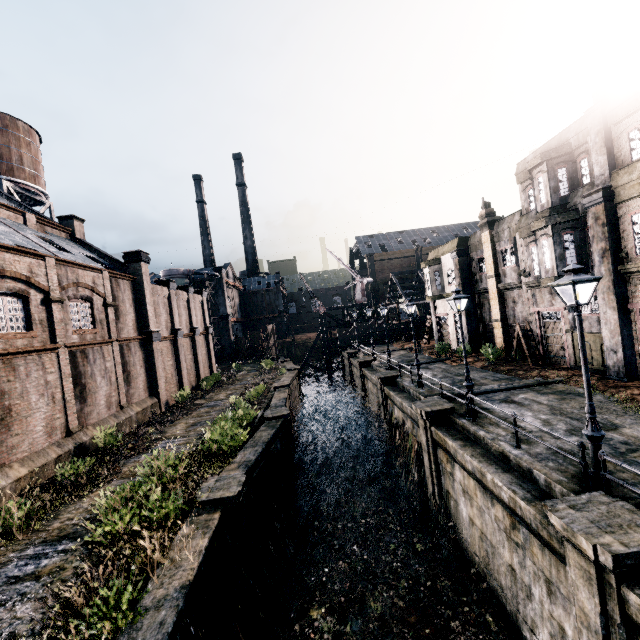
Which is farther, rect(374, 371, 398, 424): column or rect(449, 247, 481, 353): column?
rect(449, 247, 481, 353): column

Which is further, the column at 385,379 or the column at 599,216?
the column at 385,379

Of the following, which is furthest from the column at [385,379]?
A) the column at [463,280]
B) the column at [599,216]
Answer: the column at [599,216]

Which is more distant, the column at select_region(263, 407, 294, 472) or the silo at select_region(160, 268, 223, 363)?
the silo at select_region(160, 268, 223, 363)

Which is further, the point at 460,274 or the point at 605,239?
the point at 460,274

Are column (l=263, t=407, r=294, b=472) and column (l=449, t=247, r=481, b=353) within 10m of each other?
no

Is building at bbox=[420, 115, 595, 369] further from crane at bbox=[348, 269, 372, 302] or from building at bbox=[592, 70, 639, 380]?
crane at bbox=[348, 269, 372, 302]

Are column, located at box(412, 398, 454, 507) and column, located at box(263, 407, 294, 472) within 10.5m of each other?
yes
